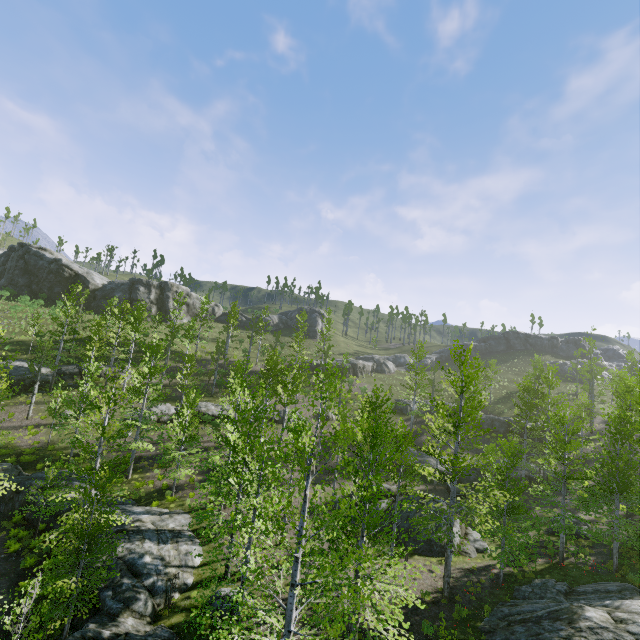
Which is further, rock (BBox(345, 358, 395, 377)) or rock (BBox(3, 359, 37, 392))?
rock (BBox(345, 358, 395, 377))

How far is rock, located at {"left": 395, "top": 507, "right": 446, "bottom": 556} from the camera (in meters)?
19.22

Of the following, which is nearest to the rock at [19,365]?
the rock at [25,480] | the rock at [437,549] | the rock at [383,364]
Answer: the rock at [25,480]

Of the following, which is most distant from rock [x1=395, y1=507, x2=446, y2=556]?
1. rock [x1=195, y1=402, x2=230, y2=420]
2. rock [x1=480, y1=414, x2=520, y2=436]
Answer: rock [x1=480, y1=414, x2=520, y2=436]

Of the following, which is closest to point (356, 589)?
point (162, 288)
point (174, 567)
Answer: point (174, 567)

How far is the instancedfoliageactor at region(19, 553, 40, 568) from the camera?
16.9 meters

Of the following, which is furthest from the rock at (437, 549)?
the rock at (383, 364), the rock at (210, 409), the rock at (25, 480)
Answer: the rock at (383, 364)

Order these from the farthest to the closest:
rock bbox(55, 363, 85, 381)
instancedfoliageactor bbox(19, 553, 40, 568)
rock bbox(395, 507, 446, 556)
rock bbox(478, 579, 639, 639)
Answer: rock bbox(55, 363, 85, 381)
rock bbox(395, 507, 446, 556)
instancedfoliageactor bbox(19, 553, 40, 568)
rock bbox(478, 579, 639, 639)
